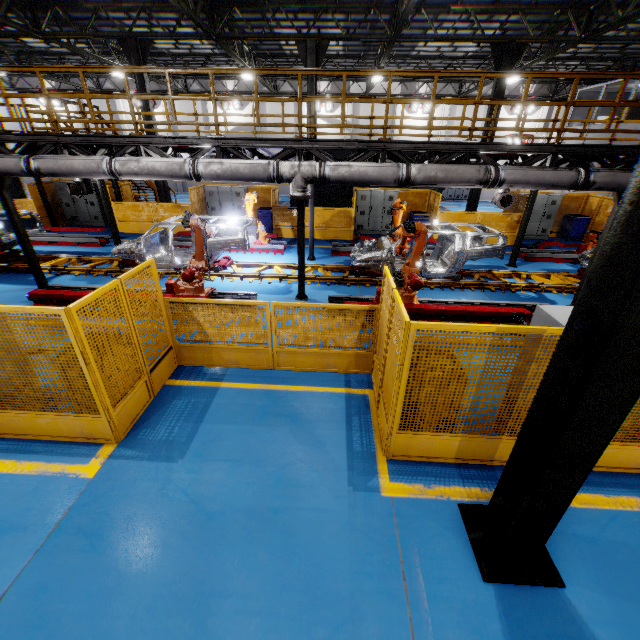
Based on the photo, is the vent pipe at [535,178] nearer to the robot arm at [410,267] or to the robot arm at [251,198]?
the robot arm at [410,267]

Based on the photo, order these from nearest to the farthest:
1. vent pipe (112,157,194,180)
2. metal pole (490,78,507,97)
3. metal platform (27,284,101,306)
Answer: vent pipe (112,157,194,180), metal platform (27,284,101,306), metal pole (490,78,507,97)

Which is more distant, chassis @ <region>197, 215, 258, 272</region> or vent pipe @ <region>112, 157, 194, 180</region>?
chassis @ <region>197, 215, 258, 272</region>

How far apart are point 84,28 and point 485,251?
22.0 meters

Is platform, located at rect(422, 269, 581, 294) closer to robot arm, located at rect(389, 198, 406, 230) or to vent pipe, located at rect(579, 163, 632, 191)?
robot arm, located at rect(389, 198, 406, 230)

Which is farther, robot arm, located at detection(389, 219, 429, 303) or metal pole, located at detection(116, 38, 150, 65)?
metal pole, located at detection(116, 38, 150, 65)

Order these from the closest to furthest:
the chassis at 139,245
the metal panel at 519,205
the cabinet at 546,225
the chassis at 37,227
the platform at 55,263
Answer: the chassis at 139,245 → the platform at 55,263 → the chassis at 37,227 → the metal panel at 519,205 → the cabinet at 546,225

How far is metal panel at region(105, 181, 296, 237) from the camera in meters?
15.8
